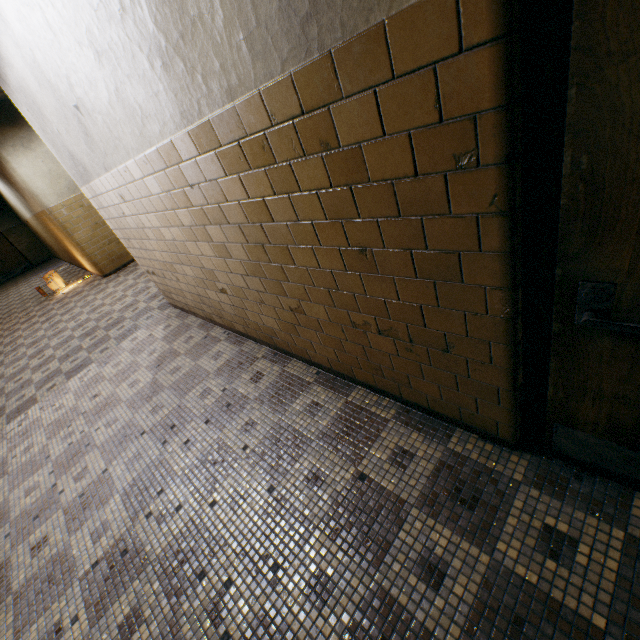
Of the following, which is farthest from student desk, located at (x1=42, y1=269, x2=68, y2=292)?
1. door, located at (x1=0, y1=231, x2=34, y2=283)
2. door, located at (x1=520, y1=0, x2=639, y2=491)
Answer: door, located at (x1=520, y1=0, x2=639, y2=491)

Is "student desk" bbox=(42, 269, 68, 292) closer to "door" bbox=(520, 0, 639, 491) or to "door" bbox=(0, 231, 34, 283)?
"door" bbox=(0, 231, 34, 283)

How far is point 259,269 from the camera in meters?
2.4 m

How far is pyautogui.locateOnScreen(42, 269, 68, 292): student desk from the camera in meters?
9.1

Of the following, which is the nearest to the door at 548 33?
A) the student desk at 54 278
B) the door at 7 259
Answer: the student desk at 54 278

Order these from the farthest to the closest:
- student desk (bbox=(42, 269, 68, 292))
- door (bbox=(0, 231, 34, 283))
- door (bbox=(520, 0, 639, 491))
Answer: door (bbox=(0, 231, 34, 283)) → student desk (bbox=(42, 269, 68, 292)) → door (bbox=(520, 0, 639, 491))
